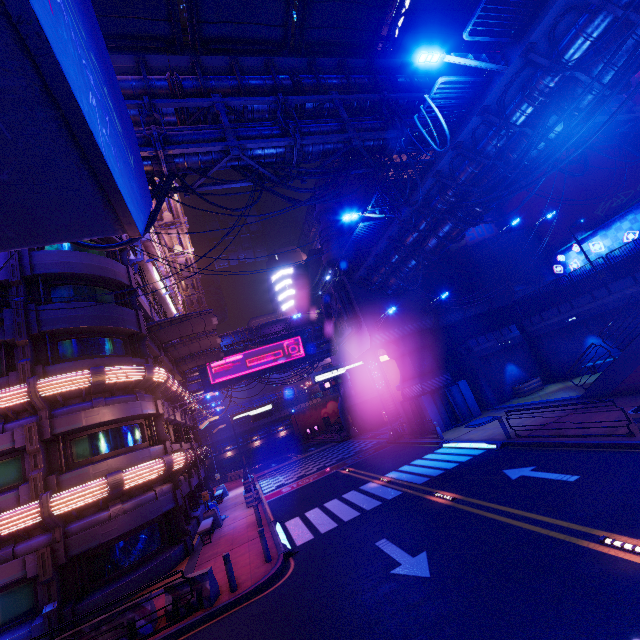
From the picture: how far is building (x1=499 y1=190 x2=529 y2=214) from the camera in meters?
31.1

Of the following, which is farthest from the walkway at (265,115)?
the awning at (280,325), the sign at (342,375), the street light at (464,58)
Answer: the awning at (280,325)

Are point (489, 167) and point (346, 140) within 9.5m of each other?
yes

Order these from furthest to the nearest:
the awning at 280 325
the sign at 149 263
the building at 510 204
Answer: the awning at 280 325 < the building at 510 204 < the sign at 149 263

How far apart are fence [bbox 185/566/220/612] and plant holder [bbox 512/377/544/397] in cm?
2253

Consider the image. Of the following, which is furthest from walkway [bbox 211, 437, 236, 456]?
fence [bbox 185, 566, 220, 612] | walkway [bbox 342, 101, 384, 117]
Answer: fence [bbox 185, 566, 220, 612]

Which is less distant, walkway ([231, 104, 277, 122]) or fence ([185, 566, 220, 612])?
fence ([185, 566, 220, 612])
